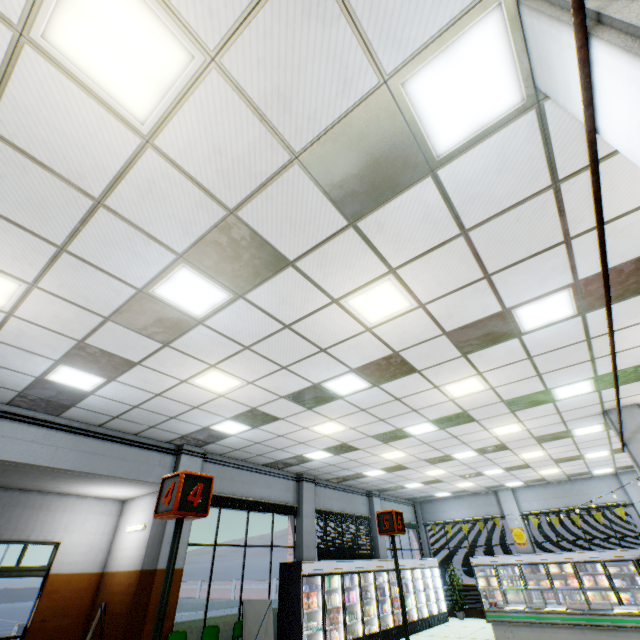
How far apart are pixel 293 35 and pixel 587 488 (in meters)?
20.13

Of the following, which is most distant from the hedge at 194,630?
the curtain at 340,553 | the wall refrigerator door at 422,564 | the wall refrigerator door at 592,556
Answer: the wall refrigerator door at 592,556

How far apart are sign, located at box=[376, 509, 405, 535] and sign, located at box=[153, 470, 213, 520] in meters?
2.1

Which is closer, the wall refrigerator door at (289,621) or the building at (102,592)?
the building at (102,592)

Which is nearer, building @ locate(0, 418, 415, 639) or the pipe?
the pipe

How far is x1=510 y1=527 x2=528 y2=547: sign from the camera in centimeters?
1498cm

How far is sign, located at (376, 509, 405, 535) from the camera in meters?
3.0

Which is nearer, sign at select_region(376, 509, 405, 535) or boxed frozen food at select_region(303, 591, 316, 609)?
sign at select_region(376, 509, 405, 535)
